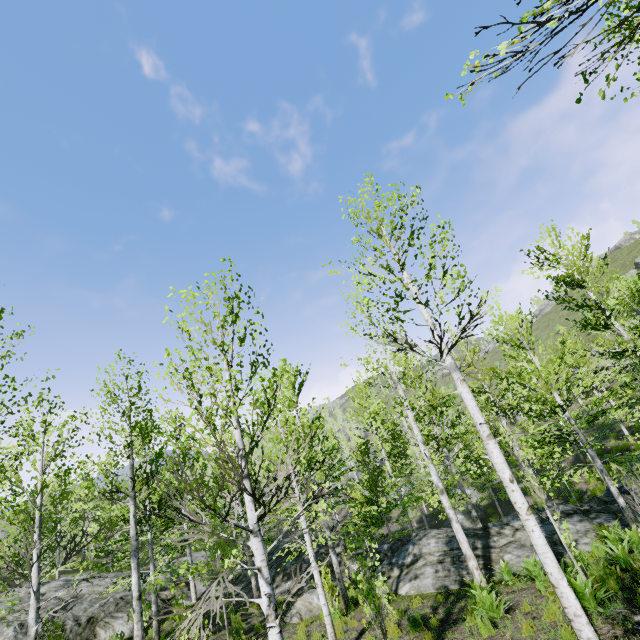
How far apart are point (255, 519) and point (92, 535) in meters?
44.6

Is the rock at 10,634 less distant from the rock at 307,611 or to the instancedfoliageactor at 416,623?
the instancedfoliageactor at 416,623

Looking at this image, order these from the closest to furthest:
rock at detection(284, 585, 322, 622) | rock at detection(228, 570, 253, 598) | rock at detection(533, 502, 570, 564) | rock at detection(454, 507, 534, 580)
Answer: rock at detection(533, 502, 570, 564) → rock at detection(454, 507, 534, 580) → rock at detection(284, 585, 322, 622) → rock at detection(228, 570, 253, 598)

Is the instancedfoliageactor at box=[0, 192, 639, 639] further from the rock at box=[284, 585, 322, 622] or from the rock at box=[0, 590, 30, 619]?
the rock at box=[284, 585, 322, 622]

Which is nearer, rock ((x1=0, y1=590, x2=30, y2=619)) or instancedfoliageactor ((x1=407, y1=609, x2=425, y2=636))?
instancedfoliageactor ((x1=407, y1=609, x2=425, y2=636))

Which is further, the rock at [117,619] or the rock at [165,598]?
the rock at [165,598]

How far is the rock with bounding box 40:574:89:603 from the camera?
15.9m

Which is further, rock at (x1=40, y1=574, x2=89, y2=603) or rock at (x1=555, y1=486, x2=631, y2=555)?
rock at (x1=40, y1=574, x2=89, y2=603)
